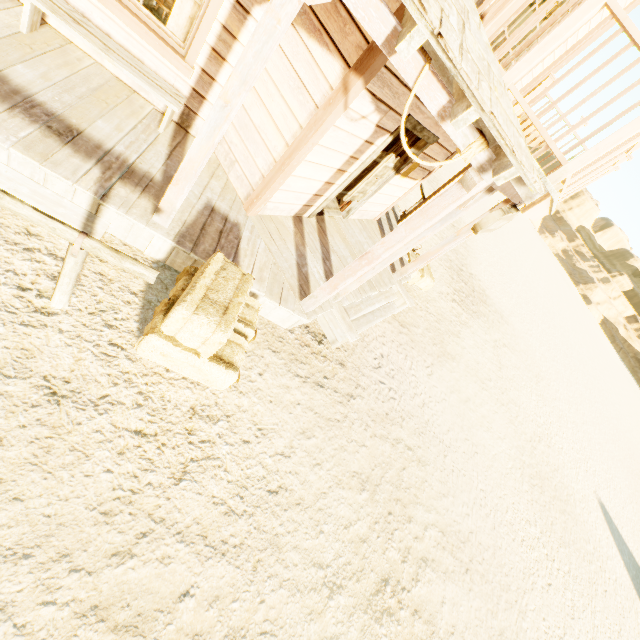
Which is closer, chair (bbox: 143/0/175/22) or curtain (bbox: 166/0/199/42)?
curtain (bbox: 166/0/199/42)

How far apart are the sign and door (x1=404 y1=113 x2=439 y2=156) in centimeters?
176cm

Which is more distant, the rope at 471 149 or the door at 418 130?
the door at 418 130

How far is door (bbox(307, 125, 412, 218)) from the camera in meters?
5.1 m

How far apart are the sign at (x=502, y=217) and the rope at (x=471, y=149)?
1.4m

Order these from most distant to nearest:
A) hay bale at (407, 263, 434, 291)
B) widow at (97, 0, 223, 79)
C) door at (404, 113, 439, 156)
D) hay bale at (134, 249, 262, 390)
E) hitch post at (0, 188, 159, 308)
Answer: hay bale at (407, 263, 434, 291) → door at (404, 113, 439, 156) → widow at (97, 0, 223, 79) → hay bale at (134, 249, 262, 390) → hitch post at (0, 188, 159, 308)

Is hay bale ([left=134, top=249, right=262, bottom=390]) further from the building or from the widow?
the widow

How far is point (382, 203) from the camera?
7.28m
